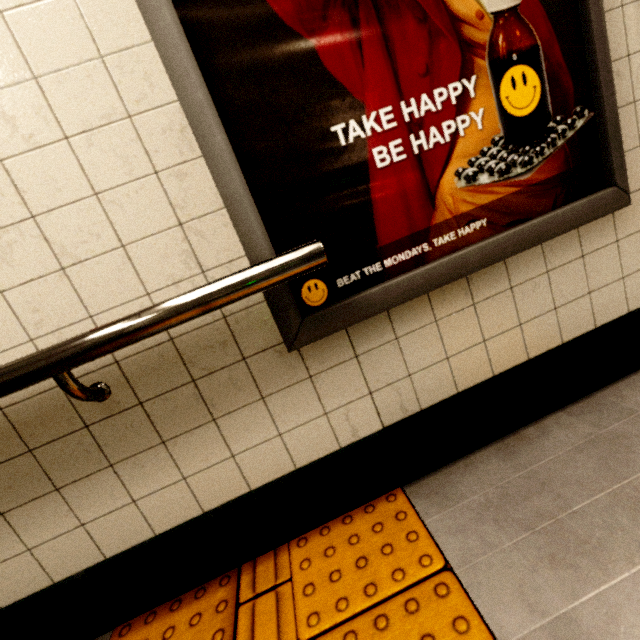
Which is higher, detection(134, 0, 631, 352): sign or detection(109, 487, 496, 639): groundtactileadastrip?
detection(134, 0, 631, 352): sign

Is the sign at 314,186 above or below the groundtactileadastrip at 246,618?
above

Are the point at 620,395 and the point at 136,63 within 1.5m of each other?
no
